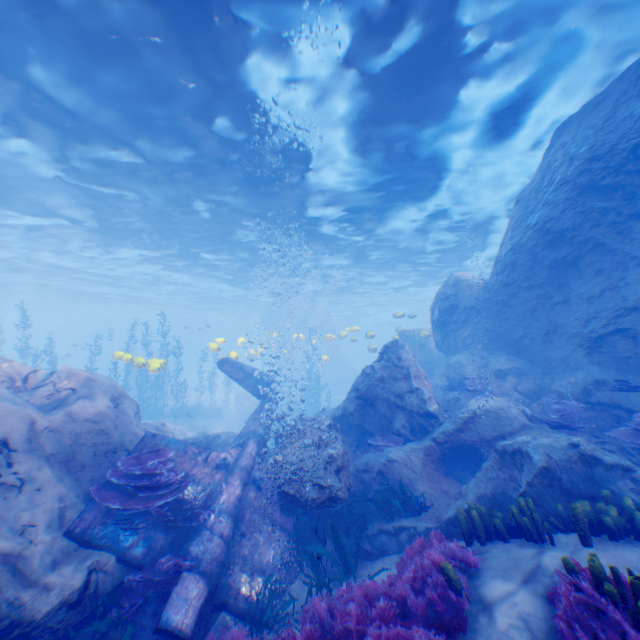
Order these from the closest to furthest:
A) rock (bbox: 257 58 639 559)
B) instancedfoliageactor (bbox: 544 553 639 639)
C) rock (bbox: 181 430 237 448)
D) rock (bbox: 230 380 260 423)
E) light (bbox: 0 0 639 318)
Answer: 1. instancedfoliageactor (bbox: 544 553 639 639)
2. rock (bbox: 257 58 639 559)
3. light (bbox: 0 0 639 318)
4. rock (bbox: 181 430 237 448)
5. rock (bbox: 230 380 260 423)

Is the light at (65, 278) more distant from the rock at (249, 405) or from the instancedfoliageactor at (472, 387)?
the instancedfoliageactor at (472, 387)

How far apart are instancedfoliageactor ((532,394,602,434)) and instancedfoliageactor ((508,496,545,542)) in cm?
308

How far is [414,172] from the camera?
14.3m

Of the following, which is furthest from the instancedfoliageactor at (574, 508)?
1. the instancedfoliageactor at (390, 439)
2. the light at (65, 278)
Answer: the light at (65, 278)

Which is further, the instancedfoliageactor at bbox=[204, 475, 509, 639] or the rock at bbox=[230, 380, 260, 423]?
the rock at bbox=[230, 380, 260, 423]

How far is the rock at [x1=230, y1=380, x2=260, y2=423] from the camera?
25.1m

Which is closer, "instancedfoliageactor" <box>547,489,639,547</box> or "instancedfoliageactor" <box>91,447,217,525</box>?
"instancedfoliageactor" <box>547,489,639,547</box>
